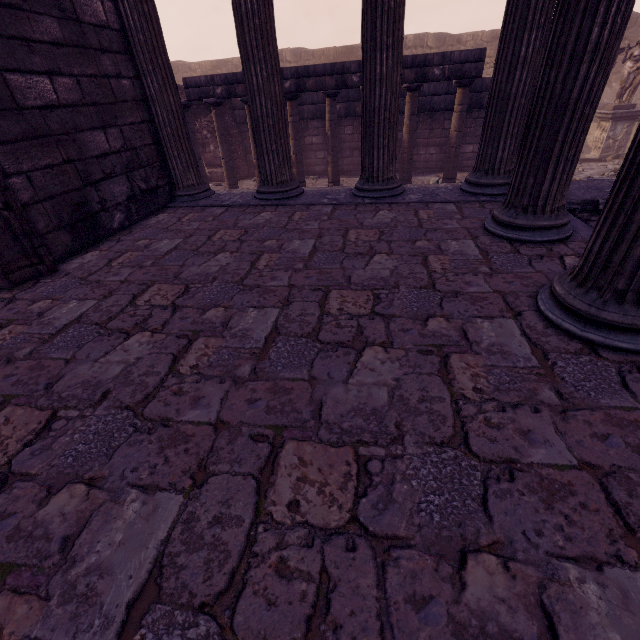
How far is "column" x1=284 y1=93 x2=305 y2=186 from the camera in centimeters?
870cm

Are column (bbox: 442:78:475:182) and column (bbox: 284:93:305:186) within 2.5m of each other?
no

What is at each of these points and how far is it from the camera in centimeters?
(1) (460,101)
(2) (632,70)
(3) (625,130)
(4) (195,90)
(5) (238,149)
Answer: (1) column, 799cm
(2) sculpture, 1179cm
(3) relief sculpture, 1267cm
(4) entablature, 879cm
(5) wall arch, 1161cm

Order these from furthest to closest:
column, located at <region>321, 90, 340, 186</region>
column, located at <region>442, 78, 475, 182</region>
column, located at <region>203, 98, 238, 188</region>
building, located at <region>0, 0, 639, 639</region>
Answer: column, located at <region>203, 98, 238, 188</region> < column, located at <region>321, 90, 340, 186</region> < column, located at <region>442, 78, 475, 182</region> < building, located at <region>0, 0, 639, 639</region>

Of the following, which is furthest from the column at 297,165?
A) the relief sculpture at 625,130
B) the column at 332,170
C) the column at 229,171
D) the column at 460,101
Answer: the column at 460,101

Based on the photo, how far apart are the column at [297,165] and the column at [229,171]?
1.73m

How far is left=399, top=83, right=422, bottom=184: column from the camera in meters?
8.0

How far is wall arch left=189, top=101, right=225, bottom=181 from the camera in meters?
11.0 m
